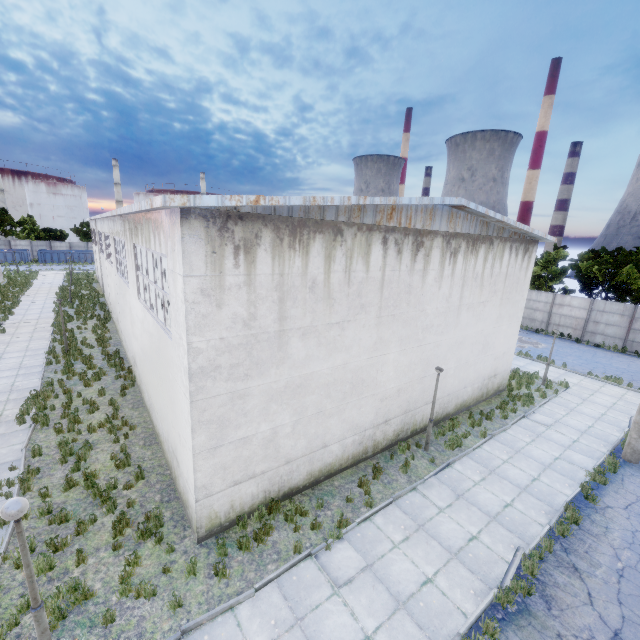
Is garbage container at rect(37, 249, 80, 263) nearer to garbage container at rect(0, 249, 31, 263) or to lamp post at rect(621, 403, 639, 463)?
garbage container at rect(0, 249, 31, 263)

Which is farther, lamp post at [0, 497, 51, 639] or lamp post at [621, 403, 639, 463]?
lamp post at [621, 403, 639, 463]

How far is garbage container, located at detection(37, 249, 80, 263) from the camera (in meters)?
56.84

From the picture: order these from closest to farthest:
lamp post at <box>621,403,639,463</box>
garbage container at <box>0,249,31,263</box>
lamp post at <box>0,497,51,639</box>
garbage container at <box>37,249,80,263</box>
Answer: lamp post at <box>0,497,51,639</box>, lamp post at <box>621,403,639,463</box>, garbage container at <box>0,249,31,263</box>, garbage container at <box>37,249,80,263</box>

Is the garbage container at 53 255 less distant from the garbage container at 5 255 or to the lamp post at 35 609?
the garbage container at 5 255

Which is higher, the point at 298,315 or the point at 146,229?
the point at 146,229

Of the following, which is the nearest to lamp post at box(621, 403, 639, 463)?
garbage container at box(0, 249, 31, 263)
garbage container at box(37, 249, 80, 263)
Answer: garbage container at box(37, 249, 80, 263)

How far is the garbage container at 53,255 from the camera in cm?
5684
